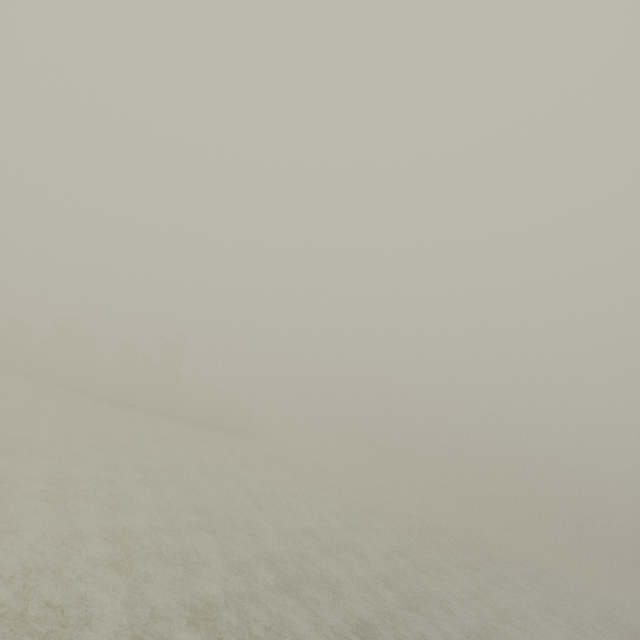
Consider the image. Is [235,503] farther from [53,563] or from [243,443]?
[243,443]
